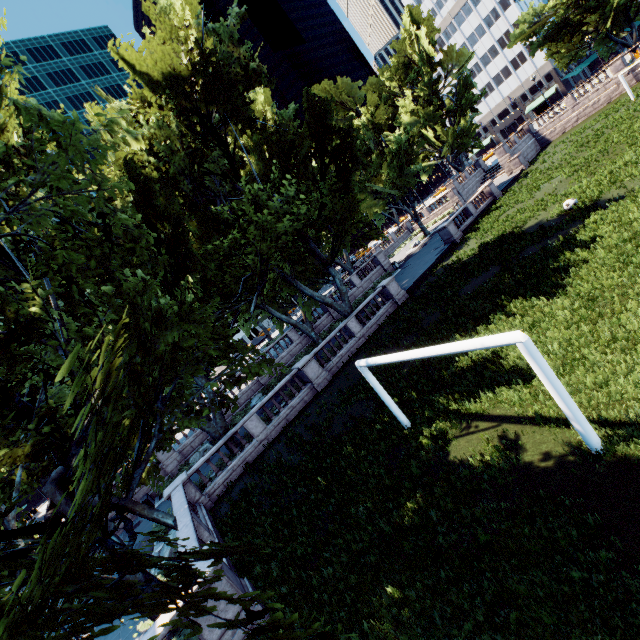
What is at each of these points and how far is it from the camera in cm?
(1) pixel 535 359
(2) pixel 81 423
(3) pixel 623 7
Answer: (1) pillar, 616
(2) tree, 221
(3) tree, 3706

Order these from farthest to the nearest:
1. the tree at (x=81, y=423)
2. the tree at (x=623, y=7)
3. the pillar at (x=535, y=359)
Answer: the tree at (x=623, y=7) → the pillar at (x=535, y=359) → the tree at (x=81, y=423)

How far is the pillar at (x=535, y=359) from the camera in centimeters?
618cm

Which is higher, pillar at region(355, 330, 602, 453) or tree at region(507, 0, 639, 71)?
tree at region(507, 0, 639, 71)

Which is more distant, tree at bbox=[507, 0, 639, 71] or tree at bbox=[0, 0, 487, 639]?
tree at bbox=[507, 0, 639, 71]

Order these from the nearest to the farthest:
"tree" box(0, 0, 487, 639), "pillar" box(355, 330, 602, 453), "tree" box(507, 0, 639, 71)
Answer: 1. "tree" box(0, 0, 487, 639)
2. "pillar" box(355, 330, 602, 453)
3. "tree" box(507, 0, 639, 71)

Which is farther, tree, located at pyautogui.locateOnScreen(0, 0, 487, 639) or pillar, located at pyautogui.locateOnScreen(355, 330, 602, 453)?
pillar, located at pyautogui.locateOnScreen(355, 330, 602, 453)
